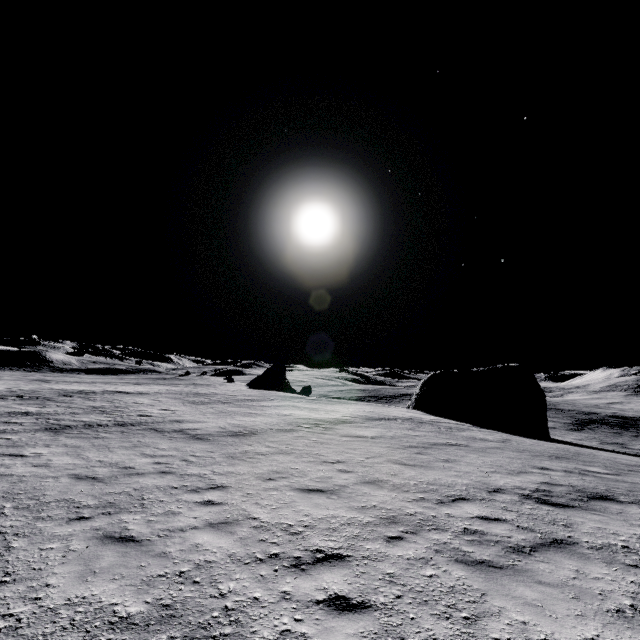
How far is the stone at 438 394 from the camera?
28.1 meters

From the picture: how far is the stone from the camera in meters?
28.1 m

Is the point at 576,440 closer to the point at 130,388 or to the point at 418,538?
the point at 418,538
